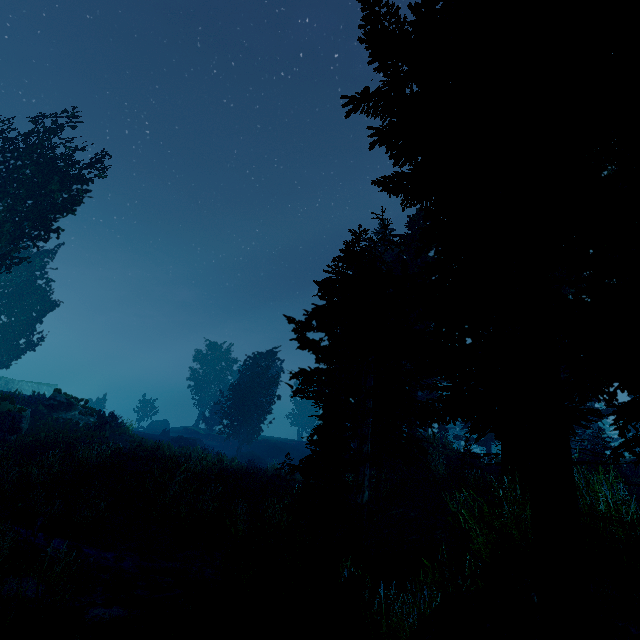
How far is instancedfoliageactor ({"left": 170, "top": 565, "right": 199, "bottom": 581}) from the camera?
8.19m

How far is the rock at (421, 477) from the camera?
17.2 meters

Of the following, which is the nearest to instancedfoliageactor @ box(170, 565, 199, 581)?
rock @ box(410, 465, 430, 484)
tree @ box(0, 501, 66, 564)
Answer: rock @ box(410, 465, 430, 484)

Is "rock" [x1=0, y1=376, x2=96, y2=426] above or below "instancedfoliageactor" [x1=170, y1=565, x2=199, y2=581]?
above

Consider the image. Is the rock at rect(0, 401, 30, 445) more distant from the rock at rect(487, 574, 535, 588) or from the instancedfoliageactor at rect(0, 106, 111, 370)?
the rock at rect(487, 574, 535, 588)

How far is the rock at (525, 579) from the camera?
2.9m

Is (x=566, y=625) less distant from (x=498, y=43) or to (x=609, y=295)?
(x=609, y=295)

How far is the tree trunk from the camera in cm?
2286
